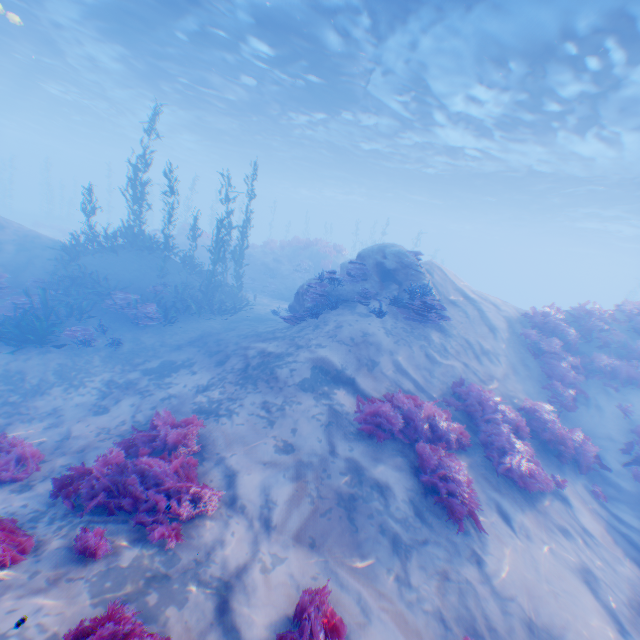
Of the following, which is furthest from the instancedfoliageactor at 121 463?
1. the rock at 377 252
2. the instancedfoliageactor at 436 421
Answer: the instancedfoliageactor at 436 421

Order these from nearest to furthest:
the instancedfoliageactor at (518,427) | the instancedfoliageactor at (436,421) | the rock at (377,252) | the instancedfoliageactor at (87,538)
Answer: the instancedfoliageactor at (87,538) < the instancedfoliageactor at (436,421) < the instancedfoliageactor at (518,427) < the rock at (377,252)

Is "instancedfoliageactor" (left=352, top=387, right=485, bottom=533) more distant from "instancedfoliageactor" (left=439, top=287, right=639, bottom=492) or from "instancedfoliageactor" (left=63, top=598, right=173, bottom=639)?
"instancedfoliageactor" (left=439, top=287, right=639, bottom=492)

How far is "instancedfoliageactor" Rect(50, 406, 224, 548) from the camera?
4.7 meters

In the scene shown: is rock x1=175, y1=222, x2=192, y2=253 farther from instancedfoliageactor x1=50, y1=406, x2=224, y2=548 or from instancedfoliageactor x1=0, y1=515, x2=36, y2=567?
instancedfoliageactor x1=0, y1=515, x2=36, y2=567

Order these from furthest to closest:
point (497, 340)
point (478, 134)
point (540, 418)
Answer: point (478, 134) → point (497, 340) → point (540, 418)

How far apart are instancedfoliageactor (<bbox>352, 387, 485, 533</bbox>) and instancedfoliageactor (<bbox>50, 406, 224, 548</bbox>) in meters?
3.0 m

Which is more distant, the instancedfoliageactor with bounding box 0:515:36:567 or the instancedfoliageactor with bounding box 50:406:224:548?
the instancedfoliageactor with bounding box 50:406:224:548
